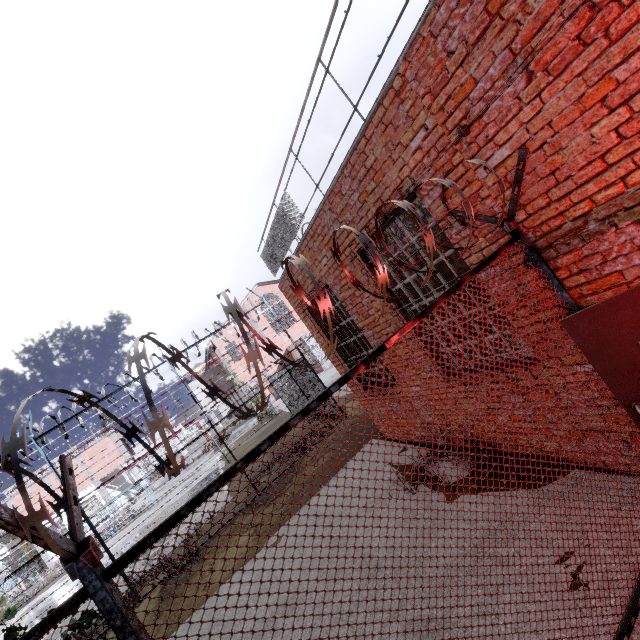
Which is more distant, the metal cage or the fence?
the metal cage

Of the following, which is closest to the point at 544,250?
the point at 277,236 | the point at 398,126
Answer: the point at 398,126

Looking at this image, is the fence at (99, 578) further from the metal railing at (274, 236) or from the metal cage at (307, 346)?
the metal cage at (307, 346)

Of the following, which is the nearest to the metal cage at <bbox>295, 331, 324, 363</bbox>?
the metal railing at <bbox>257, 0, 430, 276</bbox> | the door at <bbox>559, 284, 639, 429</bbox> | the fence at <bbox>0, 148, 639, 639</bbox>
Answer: the metal railing at <bbox>257, 0, 430, 276</bbox>

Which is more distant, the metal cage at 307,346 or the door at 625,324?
the metal cage at 307,346

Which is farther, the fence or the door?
the door

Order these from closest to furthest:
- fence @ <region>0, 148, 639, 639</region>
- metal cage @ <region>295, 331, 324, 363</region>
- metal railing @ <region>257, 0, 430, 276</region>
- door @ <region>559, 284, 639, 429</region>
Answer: fence @ <region>0, 148, 639, 639</region> → door @ <region>559, 284, 639, 429</region> → metal railing @ <region>257, 0, 430, 276</region> → metal cage @ <region>295, 331, 324, 363</region>

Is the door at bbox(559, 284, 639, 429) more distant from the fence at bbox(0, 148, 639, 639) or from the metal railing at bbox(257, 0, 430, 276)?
the metal railing at bbox(257, 0, 430, 276)
